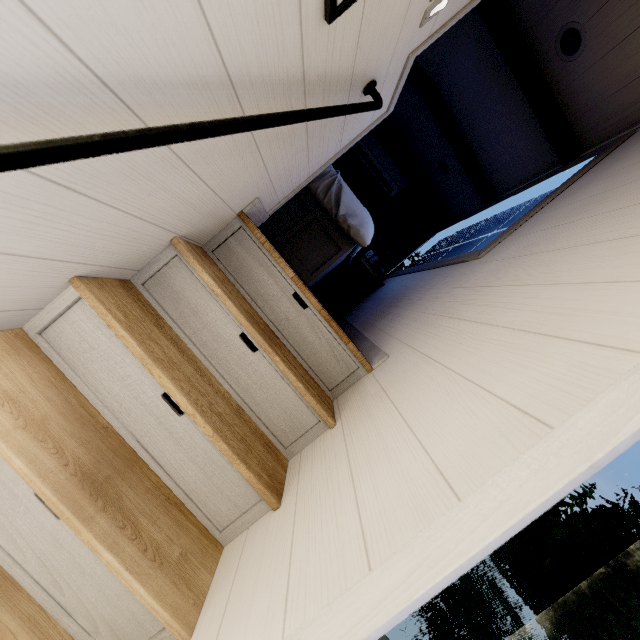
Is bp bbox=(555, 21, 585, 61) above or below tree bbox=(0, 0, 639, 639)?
above

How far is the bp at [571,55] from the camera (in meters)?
1.96

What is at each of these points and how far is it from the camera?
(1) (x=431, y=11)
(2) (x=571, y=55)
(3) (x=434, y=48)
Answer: (1) bp, 1.17m
(2) bp, 2.08m
(3) tree, 3.04m

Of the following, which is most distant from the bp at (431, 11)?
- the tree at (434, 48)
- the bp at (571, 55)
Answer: the bp at (571, 55)

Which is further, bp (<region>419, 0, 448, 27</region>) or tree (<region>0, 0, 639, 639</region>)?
bp (<region>419, 0, 448, 27</region>)

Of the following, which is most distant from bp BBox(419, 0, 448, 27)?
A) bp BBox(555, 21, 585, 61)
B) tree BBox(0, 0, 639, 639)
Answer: bp BBox(555, 21, 585, 61)

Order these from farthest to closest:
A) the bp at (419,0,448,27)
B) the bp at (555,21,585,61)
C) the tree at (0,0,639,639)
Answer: the bp at (555,21,585,61) → the bp at (419,0,448,27) → the tree at (0,0,639,639)

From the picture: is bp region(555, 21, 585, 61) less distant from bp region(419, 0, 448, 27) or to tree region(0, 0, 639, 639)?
tree region(0, 0, 639, 639)
